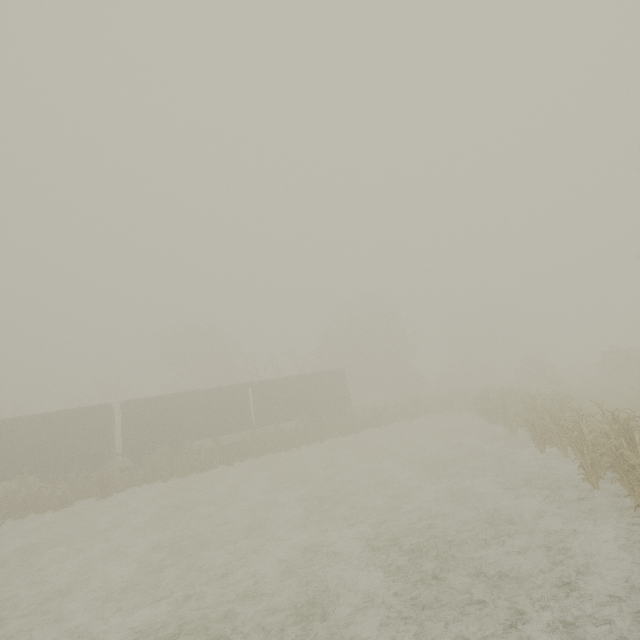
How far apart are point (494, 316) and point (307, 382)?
43.45m

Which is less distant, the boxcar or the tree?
the tree

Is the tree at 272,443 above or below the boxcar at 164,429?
below

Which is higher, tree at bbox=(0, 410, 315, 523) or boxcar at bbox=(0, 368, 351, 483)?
boxcar at bbox=(0, 368, 351, 483)

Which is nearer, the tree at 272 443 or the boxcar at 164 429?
the tree at 272 443
